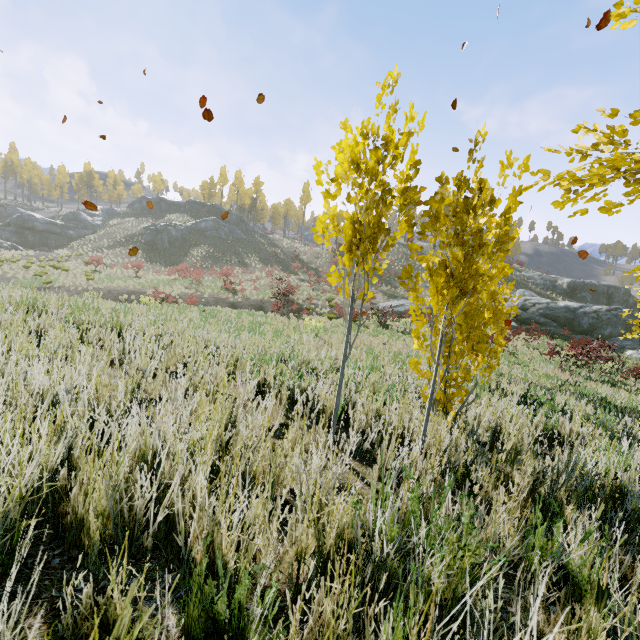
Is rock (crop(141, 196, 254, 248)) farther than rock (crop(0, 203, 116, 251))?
Yes

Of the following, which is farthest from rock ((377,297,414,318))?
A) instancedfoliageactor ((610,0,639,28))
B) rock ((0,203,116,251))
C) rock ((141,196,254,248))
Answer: rock ((0,203,116,251))

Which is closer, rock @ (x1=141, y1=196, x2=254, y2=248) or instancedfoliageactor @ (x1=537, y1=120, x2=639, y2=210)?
instancedfoliageactor @ (x1=537, y1=120, x2=639, y2=210)

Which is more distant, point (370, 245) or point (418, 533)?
point (370, 245)

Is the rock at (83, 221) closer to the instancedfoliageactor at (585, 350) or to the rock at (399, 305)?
the rock at (399, 305)

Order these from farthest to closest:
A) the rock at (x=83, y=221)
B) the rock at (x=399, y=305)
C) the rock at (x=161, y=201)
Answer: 1. the rock at (x=161, y=201)
2. the rock at (x=83, y=221)
3. the rock at (x=399, y=305)

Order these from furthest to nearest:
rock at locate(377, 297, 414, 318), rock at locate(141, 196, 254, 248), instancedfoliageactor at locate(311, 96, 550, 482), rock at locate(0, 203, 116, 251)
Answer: rock at locate(141, 196, 254, 248), rock at locate(0, 203, 116, 251), rock at locate(377, 297, 414, 318), instancedfoliageactor at locate(311, 96, 550, 482)
